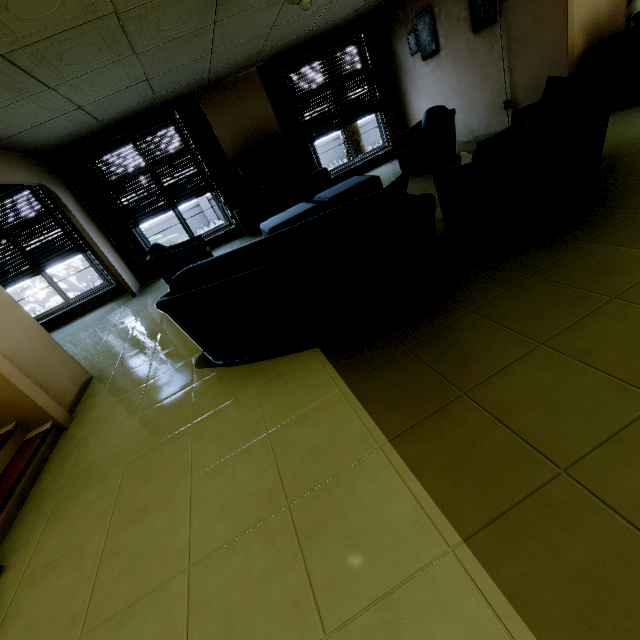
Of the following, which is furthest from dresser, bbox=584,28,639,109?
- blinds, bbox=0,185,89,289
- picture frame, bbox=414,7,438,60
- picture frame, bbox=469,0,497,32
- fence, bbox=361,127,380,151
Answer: fence, bbox=361,127,380,151

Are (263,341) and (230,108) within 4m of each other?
no

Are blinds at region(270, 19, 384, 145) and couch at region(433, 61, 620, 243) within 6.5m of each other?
yes

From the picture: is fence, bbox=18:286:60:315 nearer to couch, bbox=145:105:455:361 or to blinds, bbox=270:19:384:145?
blinds, bbox=270:19:384:145

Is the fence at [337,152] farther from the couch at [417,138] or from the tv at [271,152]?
the couch at [417,138]

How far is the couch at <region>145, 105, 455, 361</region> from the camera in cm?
195

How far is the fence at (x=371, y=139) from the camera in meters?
13.8 m

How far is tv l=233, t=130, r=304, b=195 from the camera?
6.6 meters
